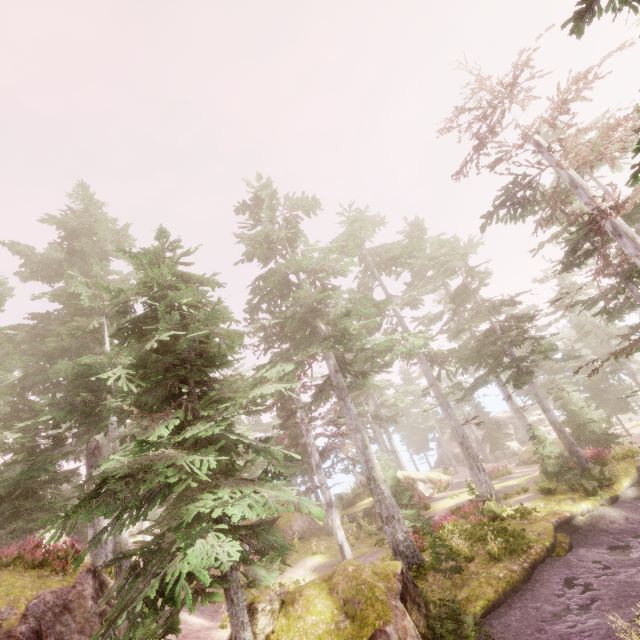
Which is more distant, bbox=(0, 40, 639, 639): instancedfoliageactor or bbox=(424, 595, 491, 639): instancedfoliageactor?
bbox=(424, 595, 491, 639): instancedfoliageactor

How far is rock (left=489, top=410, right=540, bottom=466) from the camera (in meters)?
34.22

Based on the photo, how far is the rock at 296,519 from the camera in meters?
23.2

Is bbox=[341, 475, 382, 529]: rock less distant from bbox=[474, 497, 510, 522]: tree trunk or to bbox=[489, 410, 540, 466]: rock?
bbox=[474, 497, 510, 522]: tree trunk

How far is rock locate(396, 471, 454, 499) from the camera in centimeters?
2850cm

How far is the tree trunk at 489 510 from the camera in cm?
1550

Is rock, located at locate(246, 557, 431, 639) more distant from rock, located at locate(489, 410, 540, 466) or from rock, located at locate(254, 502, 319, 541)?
rock, located at locate(489, 410, 540, 466)

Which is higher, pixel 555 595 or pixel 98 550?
pixel 98 550
